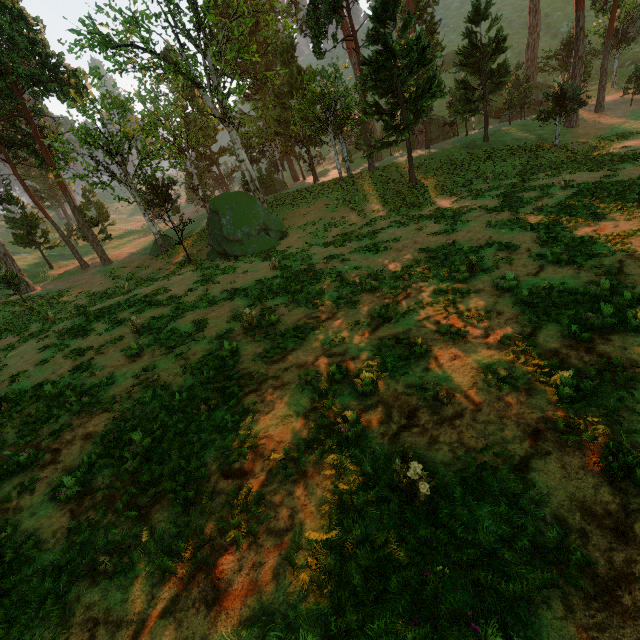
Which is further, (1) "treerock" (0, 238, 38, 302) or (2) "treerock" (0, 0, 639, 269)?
(1) "treerock" (0, 238, 38, 302)

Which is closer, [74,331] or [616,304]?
[616,304]

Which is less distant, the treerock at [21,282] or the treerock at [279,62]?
the treerock at [279,62]
